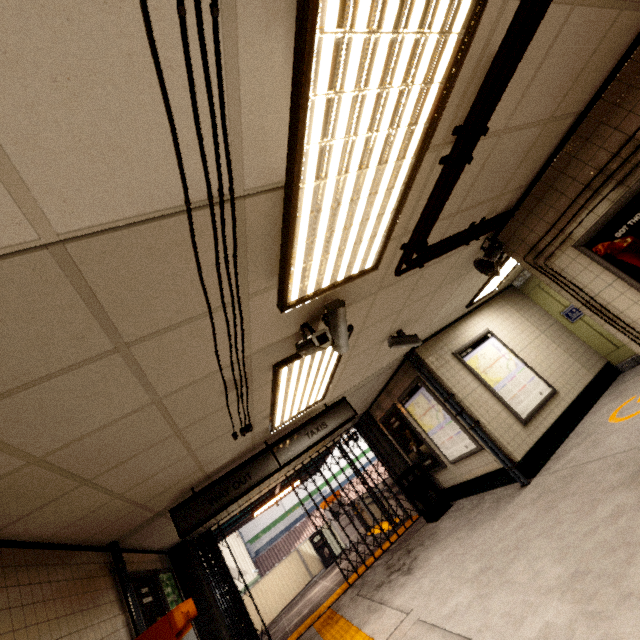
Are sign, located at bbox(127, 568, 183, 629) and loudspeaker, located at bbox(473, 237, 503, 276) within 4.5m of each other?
no

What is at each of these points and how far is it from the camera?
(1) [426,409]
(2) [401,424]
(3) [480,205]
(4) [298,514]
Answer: (1) sign, 7.0m
(2) sign, 8.1m
(3) storm drain, 3.3m
(4) sign, 20.6m

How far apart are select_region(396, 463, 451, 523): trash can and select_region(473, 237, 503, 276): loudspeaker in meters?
5.4

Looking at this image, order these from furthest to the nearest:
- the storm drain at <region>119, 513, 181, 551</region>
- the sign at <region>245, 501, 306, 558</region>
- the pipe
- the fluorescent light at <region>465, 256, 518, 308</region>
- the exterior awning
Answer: the sign at <region>245, 501, 306, 558</region> → the exterior awning → the fluorescent light at <region>465, 256, 518, 308</region> → the storm drain at <region>119, 513, 181, 551</region> → the pipe

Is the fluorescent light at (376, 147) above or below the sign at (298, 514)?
above

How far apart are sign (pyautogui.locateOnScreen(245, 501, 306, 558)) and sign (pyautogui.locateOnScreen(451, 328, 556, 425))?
18.6 meters

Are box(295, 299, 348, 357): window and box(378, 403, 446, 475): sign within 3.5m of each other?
no

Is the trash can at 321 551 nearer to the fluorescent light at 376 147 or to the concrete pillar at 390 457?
the concrete pillar at 390 457
